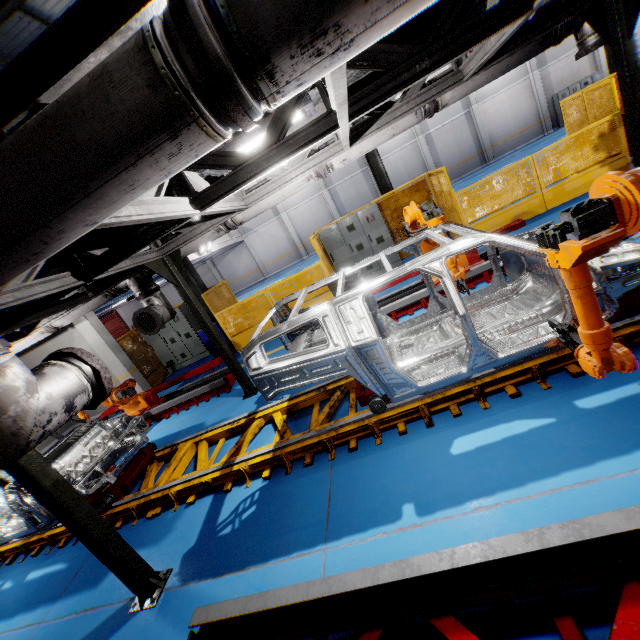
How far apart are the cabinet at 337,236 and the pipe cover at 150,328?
5.75m

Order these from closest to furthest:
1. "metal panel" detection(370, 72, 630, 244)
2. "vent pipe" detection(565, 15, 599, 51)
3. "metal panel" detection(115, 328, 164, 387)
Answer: "vent pipe" detection(565, 15, 599, 51)
"metal panel" detection(370, 72, 630, 244)
"metal panel" detection(115, 328, 164, 387)

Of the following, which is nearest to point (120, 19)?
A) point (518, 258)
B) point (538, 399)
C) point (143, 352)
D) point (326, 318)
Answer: point (326, 318)

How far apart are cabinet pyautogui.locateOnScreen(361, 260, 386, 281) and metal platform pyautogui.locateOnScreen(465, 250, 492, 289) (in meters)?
3.04

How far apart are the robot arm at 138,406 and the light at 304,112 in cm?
625

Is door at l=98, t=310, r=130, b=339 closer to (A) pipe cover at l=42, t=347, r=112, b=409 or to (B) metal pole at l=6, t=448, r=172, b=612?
(B) metal pole at l=6, t=448, r=172, b=612

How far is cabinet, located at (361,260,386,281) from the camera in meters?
10.7 m

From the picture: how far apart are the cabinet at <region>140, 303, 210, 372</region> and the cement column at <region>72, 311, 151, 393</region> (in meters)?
1.04
